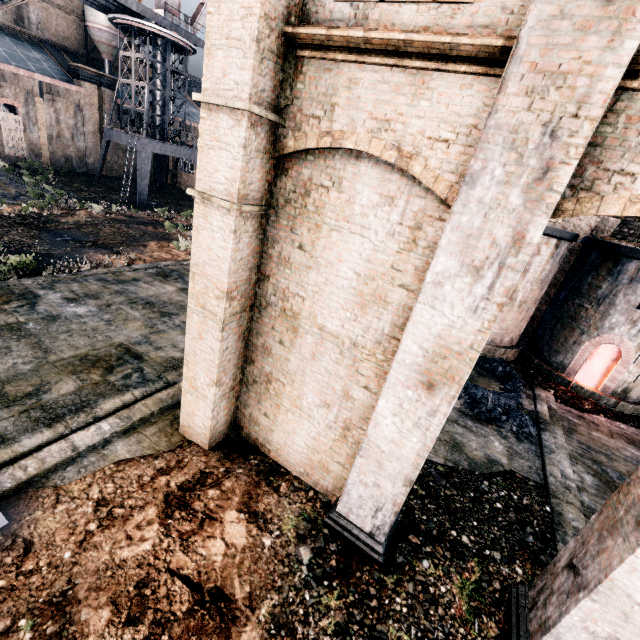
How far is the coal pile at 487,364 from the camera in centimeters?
1274cm

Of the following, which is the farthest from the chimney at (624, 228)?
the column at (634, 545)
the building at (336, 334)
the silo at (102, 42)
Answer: the silo at (102, 42)

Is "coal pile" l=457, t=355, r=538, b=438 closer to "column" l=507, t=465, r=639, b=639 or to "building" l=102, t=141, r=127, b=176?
"column" l=507, t=465, r=639, b=639

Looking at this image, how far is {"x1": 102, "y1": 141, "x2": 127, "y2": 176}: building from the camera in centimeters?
4619cm

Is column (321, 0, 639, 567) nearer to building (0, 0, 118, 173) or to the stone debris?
building (0, 0, 118, 173)

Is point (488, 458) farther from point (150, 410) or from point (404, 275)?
point (150, 410)

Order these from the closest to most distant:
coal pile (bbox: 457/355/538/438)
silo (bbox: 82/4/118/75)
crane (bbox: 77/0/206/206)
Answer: coal pile (bbox: 457/355/538/438), crane (bbox: 77/0/206/206), silo (bbox: 82/4/118/75)

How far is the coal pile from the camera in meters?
12.7 m
